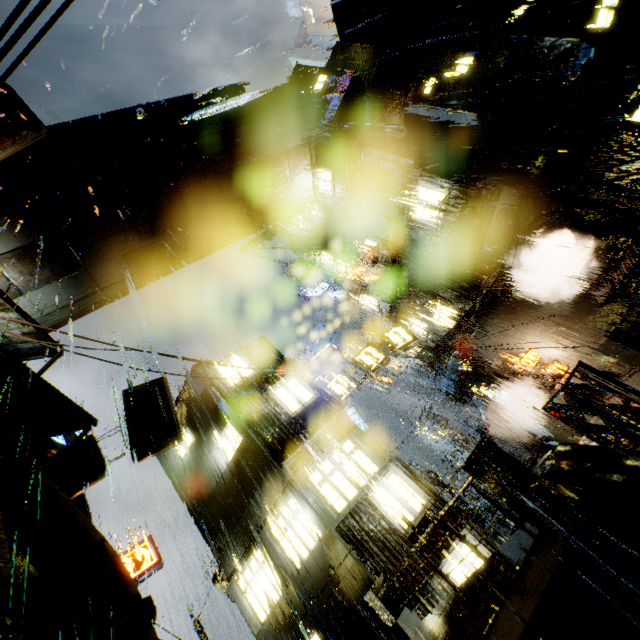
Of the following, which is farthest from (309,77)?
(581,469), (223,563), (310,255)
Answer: (223,563)

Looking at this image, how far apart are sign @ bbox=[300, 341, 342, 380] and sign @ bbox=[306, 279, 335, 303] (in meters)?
14.64

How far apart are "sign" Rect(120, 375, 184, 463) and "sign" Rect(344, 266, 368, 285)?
15.10m

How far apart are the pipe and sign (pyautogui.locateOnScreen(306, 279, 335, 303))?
20.50m

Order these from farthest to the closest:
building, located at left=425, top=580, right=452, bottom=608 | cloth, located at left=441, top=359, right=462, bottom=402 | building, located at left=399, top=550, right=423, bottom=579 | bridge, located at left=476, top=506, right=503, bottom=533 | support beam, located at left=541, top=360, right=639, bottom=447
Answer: bridge, located at left=476, top=506, right=503, bottom=533 < cloth, located at left=441, top=359, right=462, bottom=402 < building, located at left=399, top=550, right=423, bottom=579 < building, located at left=425, top=580, right=452, bottom=608 < support beam, located at left=541, top=360, right=639, bottom=447

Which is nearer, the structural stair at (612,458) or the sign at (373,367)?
the structural stair at (612,458)

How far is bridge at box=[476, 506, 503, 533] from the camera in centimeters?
2330cm

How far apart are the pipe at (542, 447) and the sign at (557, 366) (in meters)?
6.76
